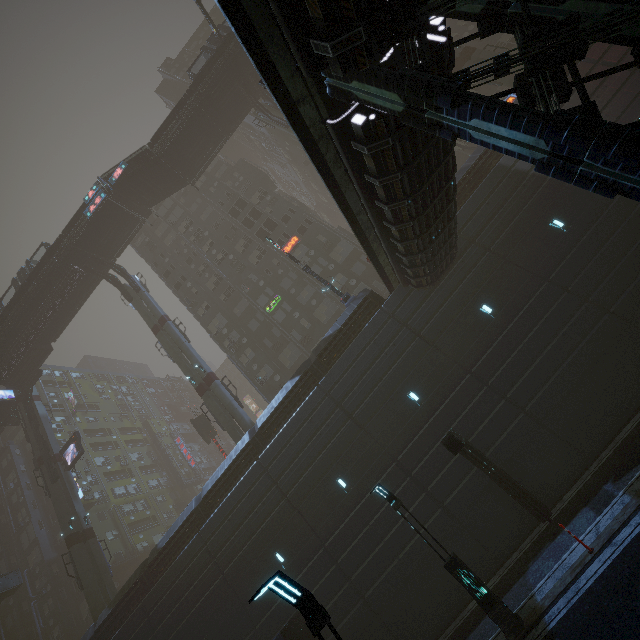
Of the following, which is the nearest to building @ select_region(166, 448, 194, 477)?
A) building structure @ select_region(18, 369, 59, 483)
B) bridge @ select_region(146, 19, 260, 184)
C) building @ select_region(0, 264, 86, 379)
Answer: bridge @ select_region(146, 19, 260, 184)

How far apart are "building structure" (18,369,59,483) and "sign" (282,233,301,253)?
30.3m

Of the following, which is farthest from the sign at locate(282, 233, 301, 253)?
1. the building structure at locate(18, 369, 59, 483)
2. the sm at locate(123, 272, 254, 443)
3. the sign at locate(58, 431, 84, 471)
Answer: the building structure at locate(18, 369, 59, 483)

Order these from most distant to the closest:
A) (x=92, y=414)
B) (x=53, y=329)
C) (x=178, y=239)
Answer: (x=92, y=414)
(x=178, y=239)
(x=53, y=329)

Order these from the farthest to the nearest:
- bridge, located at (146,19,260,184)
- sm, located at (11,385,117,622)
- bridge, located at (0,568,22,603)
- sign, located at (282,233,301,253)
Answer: sign, located at (282,233,301,253) < bridge, located at (0,568,22,603) < bridge, located at (146,19,260,184) < sm, located at (11,385,117,622)

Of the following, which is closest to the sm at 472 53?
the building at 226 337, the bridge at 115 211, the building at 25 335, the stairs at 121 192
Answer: the building at 226 337

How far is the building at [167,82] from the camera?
53.5m

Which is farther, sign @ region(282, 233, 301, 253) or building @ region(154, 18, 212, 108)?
building @ region(154, 18, 212, 108)
